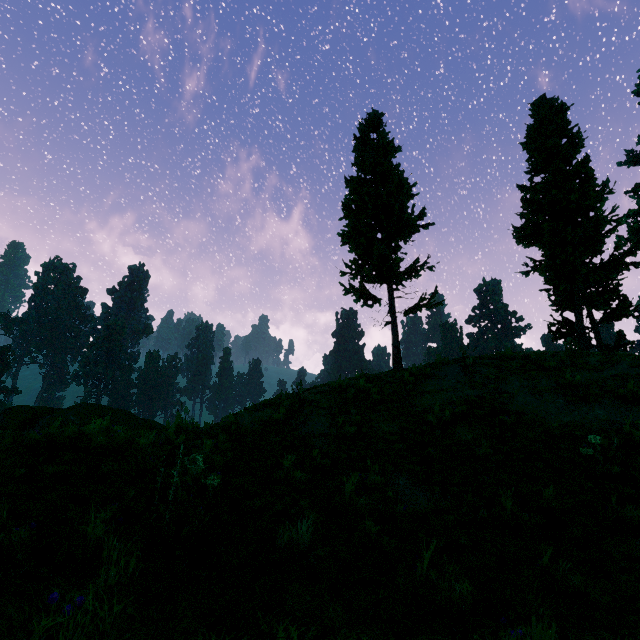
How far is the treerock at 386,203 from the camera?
14.9m

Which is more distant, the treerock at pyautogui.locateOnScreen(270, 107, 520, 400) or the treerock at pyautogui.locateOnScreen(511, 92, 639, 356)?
the treerock at pyautogui.locateOnScreen(511, 92, 639, 356)

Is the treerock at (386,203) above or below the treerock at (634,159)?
below

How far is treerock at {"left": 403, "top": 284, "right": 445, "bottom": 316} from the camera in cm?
1555

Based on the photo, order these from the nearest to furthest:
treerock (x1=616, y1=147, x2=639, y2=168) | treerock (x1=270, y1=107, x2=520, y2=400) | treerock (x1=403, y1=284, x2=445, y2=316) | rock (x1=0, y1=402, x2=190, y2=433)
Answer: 1. rock (x1=0, y1=402, x2=190, y2=433)
2. treerock (x1=270, y1=107, x2=520, y2=400)
3. treerock (x1=403, y1=284, x2=445, y2=316)
4. treerock (x1=616, y1=147, x2=639, y2=168)

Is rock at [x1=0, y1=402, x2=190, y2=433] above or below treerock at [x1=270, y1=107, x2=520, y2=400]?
below

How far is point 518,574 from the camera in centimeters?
285cm
